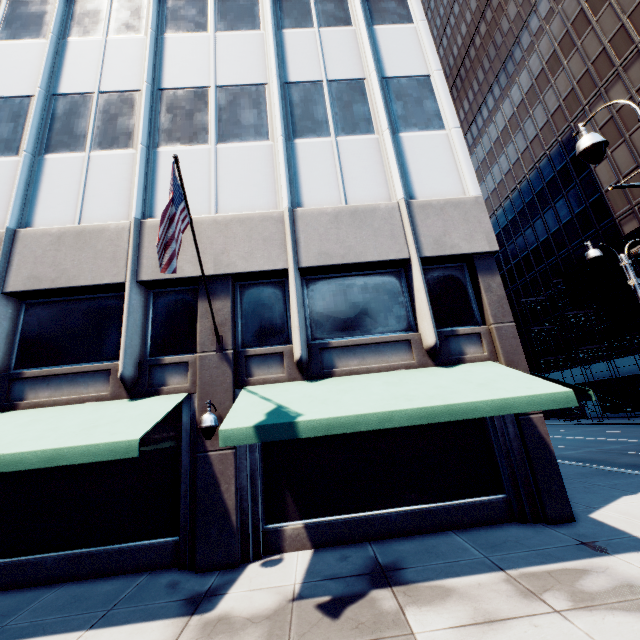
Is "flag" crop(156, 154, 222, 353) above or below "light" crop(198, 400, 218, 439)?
above

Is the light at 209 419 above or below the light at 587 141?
below

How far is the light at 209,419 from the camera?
7.09m

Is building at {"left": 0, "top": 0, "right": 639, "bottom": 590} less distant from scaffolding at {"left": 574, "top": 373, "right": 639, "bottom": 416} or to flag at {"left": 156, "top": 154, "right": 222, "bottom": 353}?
flag at {"left": 156, "top": 154, "right": 222, "bottom": 353}

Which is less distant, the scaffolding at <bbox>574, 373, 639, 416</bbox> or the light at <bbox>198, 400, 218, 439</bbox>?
the light at <bbox>198, 400, 218, 439</bbox>

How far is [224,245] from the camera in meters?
9.2 m

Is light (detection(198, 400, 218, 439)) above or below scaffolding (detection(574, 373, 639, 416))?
below

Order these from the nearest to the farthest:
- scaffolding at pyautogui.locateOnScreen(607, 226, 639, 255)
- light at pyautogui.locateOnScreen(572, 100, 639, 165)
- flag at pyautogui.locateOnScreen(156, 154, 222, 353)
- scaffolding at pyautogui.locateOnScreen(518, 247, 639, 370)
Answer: light at pyautogui.locateOnScreen(572, 100, 639, 165)
flag at pyautogui.locateOnScreen(156, 154, 222, 353)
scaffolding at pyautogui.locateOnScreen(607, 226, 639, 255)
scaffolding at pyautogui.locateOnScreen(518, 247, 639, 370)
